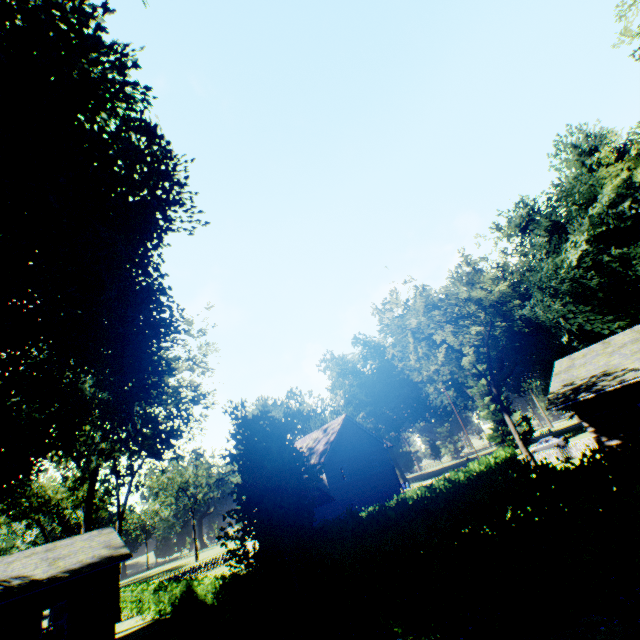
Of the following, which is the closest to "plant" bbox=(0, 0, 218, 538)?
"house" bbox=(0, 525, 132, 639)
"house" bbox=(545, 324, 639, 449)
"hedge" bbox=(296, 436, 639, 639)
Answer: "hedge" bbox=(296, 436, 639, 639)

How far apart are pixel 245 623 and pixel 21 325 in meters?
15.3

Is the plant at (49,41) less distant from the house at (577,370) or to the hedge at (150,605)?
the hedge at (150,605)

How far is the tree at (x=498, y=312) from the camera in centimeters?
2953cm

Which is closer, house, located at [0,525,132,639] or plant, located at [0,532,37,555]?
house, located at [0,525,132,639]

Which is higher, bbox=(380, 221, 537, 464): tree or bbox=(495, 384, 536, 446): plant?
bbox=(380, 221, 537, 464): tree

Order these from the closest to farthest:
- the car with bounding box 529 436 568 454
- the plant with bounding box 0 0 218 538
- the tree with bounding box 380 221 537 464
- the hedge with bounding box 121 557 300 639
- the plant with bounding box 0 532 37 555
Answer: the plant with bounding box 0 0 218 538
the hedge with bounding box 121 557 300 639
the tree with bounding box 380 221 537 464
the car with bounding box 529 436 568 454
the plant with bounding box 0 532 37 555

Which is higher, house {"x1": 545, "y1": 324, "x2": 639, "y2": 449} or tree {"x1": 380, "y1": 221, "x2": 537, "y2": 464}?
tree {"x1": 380, "y1": 221, "x2": 537, "y2": 464}
